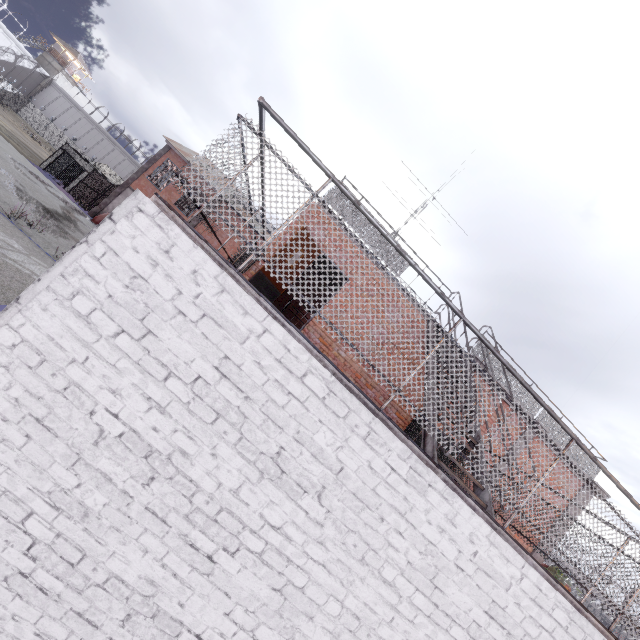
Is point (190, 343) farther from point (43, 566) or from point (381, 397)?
point (381, 397)

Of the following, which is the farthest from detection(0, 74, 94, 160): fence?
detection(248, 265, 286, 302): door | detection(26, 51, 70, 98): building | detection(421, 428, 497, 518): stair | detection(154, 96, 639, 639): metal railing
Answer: detection(26, 51, 70, 98): building

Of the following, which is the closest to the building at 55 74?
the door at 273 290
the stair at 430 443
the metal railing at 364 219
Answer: the metal railing at 364 219

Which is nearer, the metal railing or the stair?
the metal railing

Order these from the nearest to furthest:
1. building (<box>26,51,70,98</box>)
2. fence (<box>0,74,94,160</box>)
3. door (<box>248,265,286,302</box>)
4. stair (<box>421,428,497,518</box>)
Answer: stair (<box>421,428,497,518</box>)
door (<box>248,265,286,302</box>)
fence (<box>0,74,94,160</box>)
building (<box>26,51,70,98</box>)

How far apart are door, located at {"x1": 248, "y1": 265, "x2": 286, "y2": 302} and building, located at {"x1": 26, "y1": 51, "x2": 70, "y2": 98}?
79.7m

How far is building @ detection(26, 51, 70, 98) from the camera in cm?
5688

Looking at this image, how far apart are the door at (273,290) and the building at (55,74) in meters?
79.7 m
